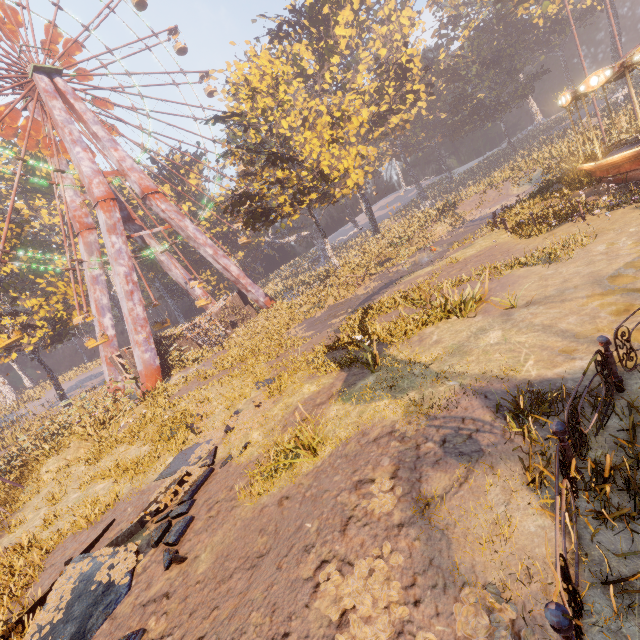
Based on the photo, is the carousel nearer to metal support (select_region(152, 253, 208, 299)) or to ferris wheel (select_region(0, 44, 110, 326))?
metal support (select_region(152, 253, 208, 299))

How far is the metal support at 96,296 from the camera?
29.7m

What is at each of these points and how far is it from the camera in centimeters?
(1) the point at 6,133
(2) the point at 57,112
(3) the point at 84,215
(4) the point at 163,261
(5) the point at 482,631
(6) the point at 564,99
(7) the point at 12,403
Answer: (1) ferris wheel, 2612cm
(2) metal support, 2612cm
(3) metal support, 3005cm
(4) metal support, 3541cm
(5) instancedfoliageactor, 294cm
(6) carousel, 1606cm
(7) instancedfoliageactor, 4916cm

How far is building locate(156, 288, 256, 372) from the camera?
29.4 meters

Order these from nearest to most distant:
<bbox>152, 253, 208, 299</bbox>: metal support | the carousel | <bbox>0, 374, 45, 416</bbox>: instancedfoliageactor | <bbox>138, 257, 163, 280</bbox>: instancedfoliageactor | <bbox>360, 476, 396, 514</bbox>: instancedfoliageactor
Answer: <bbox>360, 476, 396, 514</bbox>: instancedfoliageactor < the carousel < <bbox>152, 253, 208, 299</bbox>: metal support < <bbox>0, 374, 45, 416</bbox>: instancedfoliageactor < <bbox>138, 257, 163, 280</bbox>: instancedfoliageactor

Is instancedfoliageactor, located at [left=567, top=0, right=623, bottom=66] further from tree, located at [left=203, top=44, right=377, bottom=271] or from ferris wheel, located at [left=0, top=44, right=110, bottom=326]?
ferris wheel, located at [left=0, top=44, right=110, bottom=326]

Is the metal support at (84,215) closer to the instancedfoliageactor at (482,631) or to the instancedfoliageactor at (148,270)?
the instancedfoliageactor at (148,270)

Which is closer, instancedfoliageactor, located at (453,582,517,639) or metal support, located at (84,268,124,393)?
instancedfoliageactor, located at (453,582,517,639)
